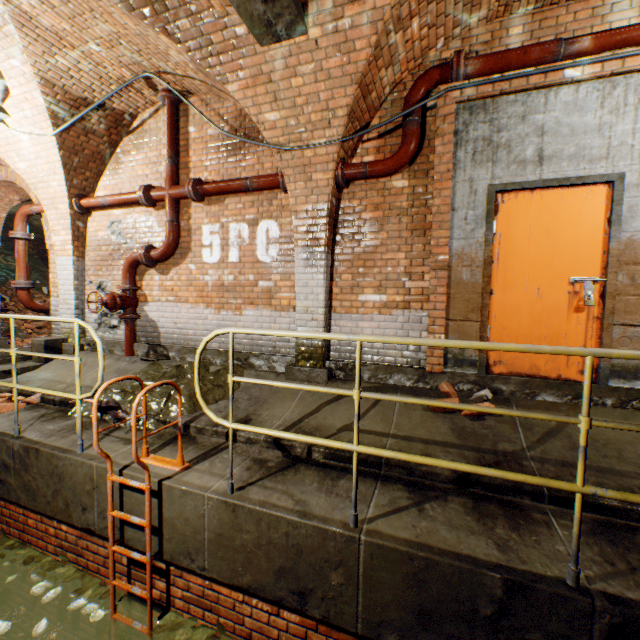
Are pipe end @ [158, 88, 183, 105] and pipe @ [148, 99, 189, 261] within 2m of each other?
yes

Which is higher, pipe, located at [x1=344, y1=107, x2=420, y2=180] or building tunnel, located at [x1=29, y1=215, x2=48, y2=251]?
building tunnel, located at [x1=29, y1=215, x2=48, y2=251]

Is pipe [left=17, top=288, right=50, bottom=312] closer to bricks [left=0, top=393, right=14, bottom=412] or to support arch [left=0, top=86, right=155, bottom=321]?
support arch [left=0, top=86, right=155, bottom=321]

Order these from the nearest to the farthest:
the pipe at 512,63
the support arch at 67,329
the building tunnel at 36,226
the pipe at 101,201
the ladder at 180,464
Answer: the ladder at 180,464 < the pipe at 512,63 < the pipe at 101,201 < the support arch at 67,329 < the building tunnel at 36,226

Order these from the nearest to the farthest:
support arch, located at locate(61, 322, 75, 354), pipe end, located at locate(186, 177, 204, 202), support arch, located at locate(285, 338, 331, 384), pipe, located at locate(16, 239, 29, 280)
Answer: support arch, located at locate(285, 338, 331, 384) < pipe end, located at locate(186, 177, 204, 202) < support arch, located at locate(61, 322, 75, 354) < pipe, located at locate(16, 239, 29, 280)

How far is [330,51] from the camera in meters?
3.4

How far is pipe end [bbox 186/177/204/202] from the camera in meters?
4.9 m

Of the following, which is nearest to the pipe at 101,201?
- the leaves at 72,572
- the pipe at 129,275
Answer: the pipe at 129,275
